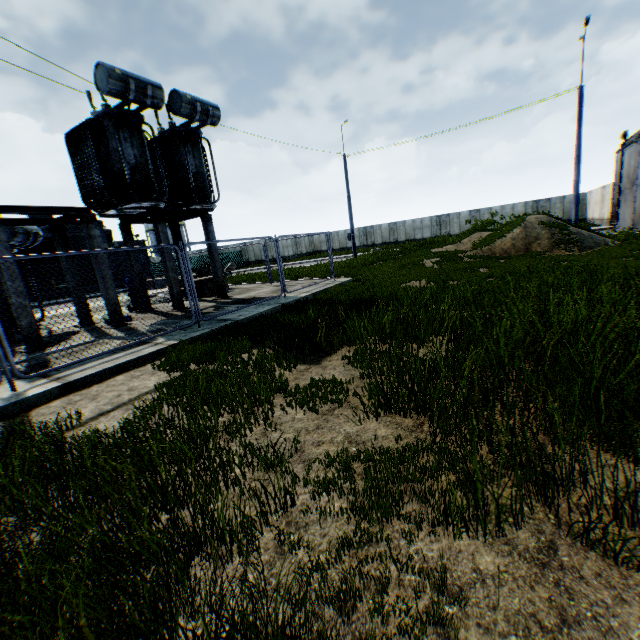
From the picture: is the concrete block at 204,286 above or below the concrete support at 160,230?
below

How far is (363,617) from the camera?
1.6m

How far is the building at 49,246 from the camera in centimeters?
2819cm

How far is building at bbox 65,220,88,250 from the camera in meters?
31.1 m

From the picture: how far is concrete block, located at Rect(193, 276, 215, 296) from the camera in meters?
15.1 m

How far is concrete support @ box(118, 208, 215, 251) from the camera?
11.3m
